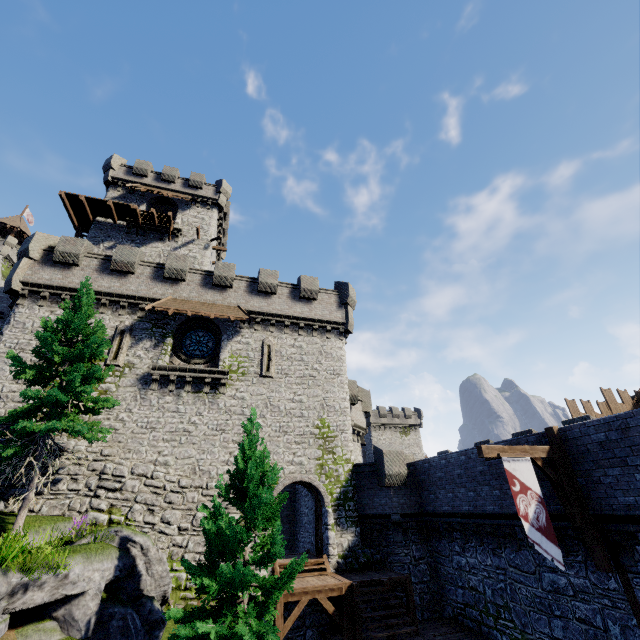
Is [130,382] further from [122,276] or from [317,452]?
[317,452]

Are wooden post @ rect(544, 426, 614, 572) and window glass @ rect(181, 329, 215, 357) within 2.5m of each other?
no

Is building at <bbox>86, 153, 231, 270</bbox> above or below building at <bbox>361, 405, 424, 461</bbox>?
above

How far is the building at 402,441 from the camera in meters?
54.2 m

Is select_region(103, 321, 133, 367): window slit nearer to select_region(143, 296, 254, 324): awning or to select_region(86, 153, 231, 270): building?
select_region(143, 296, 254, 324): awning

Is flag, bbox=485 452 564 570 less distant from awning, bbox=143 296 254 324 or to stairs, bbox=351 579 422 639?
stairs, bbox=351 579 422 639

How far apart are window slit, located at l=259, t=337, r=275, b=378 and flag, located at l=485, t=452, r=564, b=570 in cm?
1268

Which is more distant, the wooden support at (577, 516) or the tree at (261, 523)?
the wooden support at (577, 516)
